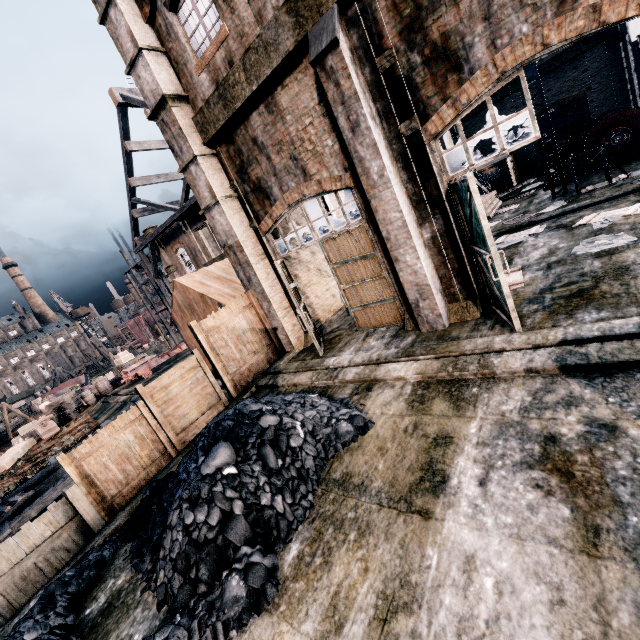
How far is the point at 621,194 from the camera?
12.8 meters

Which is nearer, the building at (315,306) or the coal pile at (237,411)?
the coal pile at (237,411)

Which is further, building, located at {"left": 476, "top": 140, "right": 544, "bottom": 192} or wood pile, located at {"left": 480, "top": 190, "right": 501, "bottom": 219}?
building, located at {"left": 476, "top": 140, "right": 544, "bottom": 192}

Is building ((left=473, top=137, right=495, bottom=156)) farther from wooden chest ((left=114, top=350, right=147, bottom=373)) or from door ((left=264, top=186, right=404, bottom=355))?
wooden chest ((left=114, top=350, right=147, bottom=373))

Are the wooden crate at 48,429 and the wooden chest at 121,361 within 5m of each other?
no

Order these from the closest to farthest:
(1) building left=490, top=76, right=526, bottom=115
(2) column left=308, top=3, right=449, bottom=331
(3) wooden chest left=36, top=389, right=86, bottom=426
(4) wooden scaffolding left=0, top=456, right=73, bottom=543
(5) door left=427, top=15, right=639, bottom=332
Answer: (5) door left=427, top=15, right=639, bottom=332
(2) column left=308, top=3, right=449, bottom=331
(4) wooden scaffolding left=0, top=456, right=73, bottom=543
(3) wooden chest left=36, top=389, right=86, bottom=426
(1) building left=490, top=76, right=526, bottom=115

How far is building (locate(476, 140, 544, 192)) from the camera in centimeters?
3165cm

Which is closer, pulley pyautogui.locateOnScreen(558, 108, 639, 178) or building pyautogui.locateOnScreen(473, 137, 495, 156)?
pulley pyautogui.locateOnScreen(558, 108, 639, 178)
